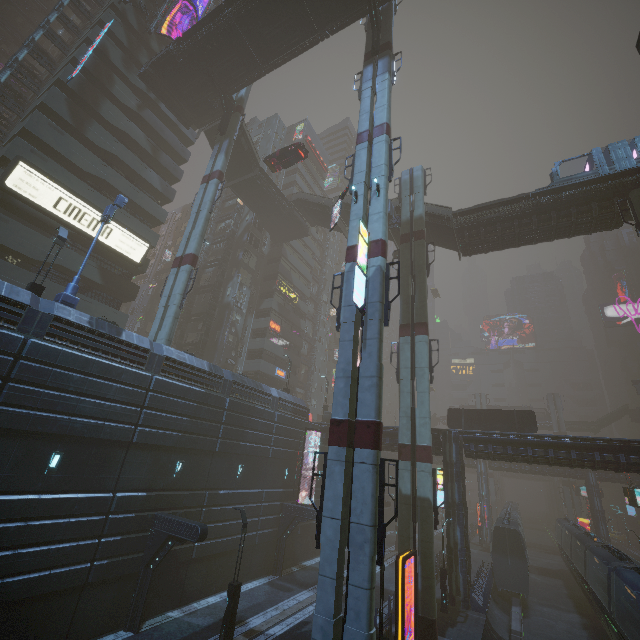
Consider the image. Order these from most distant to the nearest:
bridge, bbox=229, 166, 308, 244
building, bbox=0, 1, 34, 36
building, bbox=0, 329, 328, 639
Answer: building, bbox=0, 1, 34, 36
bridge, bbox=229, 166, 308, 244
building, bbox=0, 329, 328, 639

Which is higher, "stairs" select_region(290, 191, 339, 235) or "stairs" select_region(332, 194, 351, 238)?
"stairs" select_region(290, 191, 339, 235)

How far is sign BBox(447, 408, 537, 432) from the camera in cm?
2981

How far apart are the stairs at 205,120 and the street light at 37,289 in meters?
23.0

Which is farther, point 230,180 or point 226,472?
point 230,180

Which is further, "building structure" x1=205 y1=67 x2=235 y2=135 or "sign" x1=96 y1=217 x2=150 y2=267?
"building structure" x1=205 y1=67 x2=235 y2=135

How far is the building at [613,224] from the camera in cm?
2466

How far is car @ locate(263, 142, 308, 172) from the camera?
30.12m
